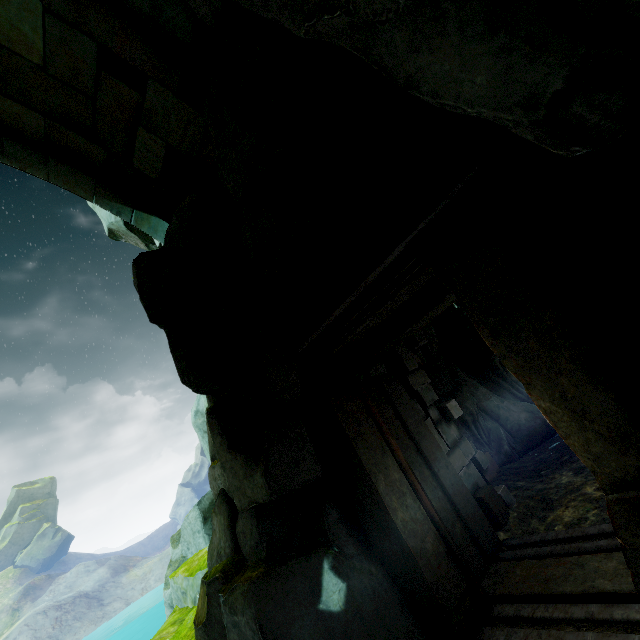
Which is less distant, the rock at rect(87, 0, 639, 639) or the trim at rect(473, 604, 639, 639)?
the rock at rect(87, 0, 639, 639)

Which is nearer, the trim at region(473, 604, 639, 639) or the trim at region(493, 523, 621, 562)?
the trim at region(473, 604, 639, 639)

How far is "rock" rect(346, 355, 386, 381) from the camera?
5.2 meters

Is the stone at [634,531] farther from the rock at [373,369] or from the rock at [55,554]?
the rock at [55,554]

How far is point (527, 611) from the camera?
3.3m

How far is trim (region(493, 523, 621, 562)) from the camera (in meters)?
3.66

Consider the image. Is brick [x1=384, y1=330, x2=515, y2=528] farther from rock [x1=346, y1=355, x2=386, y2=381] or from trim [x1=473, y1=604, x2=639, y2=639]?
trim [x1=473, y1=604, x2=639, y2=639]

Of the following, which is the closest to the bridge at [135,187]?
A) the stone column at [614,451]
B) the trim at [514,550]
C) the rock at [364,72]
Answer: the rock at [364,72]
